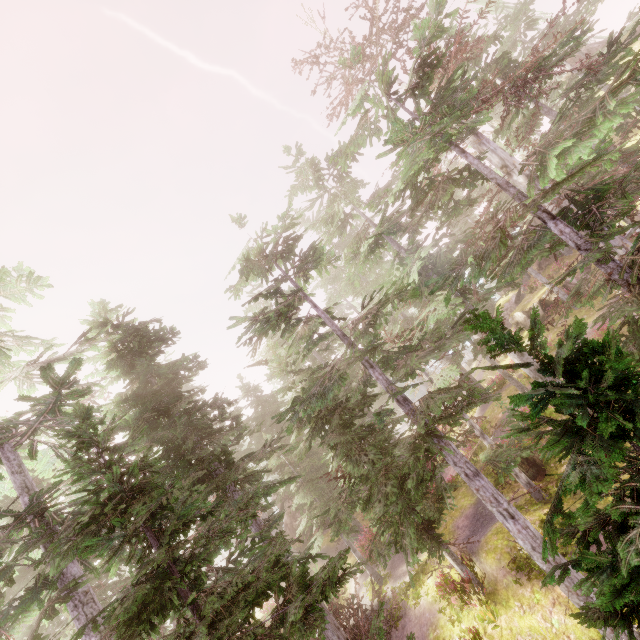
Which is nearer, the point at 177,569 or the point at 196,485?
the point at 177,569

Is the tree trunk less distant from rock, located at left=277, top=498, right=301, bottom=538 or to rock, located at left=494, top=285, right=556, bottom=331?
rock, located at left=277, top=498, right=301, bottom=538

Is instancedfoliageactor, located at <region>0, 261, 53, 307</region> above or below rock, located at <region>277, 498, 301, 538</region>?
above

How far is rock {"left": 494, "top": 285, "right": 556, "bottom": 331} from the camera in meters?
26.1

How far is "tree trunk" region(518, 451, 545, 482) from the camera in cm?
1484

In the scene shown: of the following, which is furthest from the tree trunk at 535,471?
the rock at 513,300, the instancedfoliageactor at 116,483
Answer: the rock at 513,300

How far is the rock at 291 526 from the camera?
30.91m

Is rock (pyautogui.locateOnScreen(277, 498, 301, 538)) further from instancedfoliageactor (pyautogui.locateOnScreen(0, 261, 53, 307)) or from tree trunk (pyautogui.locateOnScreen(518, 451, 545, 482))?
tree trunk (pyautogui.locateOnScreen(518, 451, 545, 482))
